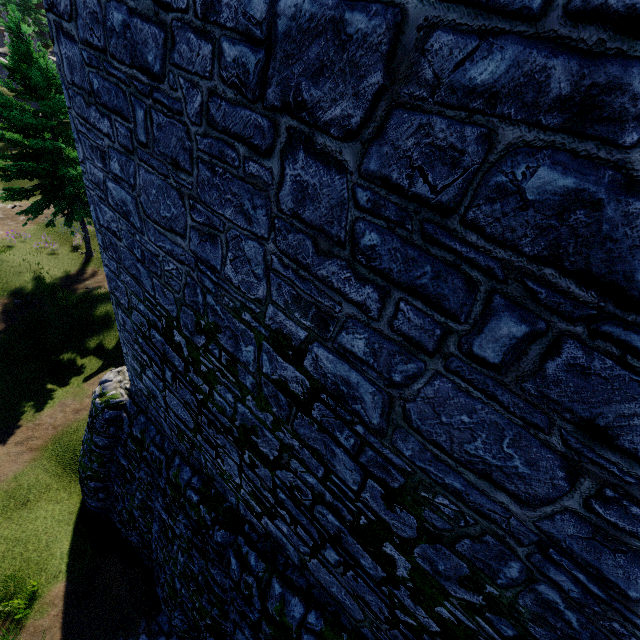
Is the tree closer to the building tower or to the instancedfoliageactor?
the instancedfoliageactor

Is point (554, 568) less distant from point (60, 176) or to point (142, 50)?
point (142, 50)

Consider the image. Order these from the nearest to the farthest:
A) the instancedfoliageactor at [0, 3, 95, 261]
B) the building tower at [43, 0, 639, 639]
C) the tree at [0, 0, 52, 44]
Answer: the building tower at [43, 0, 639, 639] < the instancedfoliageactor at [0, 3, 95, 261] < the tree at [0, 0, 52, 44]

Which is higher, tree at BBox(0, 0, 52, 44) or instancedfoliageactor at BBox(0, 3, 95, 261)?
tree at BBox(0, 0, 52, 44)

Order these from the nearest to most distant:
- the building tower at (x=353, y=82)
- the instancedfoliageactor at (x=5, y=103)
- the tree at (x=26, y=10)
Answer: the building tower at (x=353, y=82)
the instancedfoliageactor at (x=5, y=103)
the tree at (x=26, y=10)

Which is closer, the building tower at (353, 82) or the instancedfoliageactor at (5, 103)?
the building tower at (353, 82)
